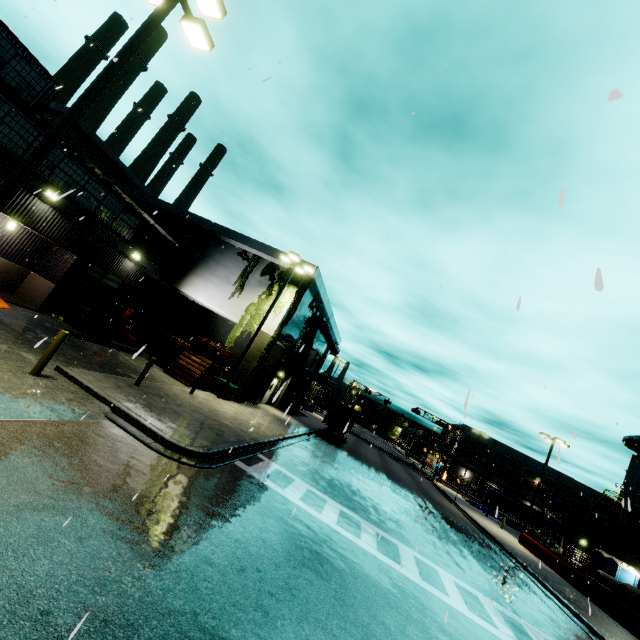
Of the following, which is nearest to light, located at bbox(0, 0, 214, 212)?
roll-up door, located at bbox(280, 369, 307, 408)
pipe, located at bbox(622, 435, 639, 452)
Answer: roll-up door, located at bbox(280, 369, 307, 408)

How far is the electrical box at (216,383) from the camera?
19.6m

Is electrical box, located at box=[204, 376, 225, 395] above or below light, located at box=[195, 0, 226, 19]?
below

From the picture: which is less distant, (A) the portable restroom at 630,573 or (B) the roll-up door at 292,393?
(A) the portable restroom at 630,573

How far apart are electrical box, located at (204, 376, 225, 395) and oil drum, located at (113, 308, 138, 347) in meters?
6.3

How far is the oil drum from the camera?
20.7m

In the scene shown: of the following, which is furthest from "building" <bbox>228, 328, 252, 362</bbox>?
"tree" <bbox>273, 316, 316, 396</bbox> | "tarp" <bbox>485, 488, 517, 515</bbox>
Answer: "tarp" <bbox>485, 488, 517, 515</bbox>

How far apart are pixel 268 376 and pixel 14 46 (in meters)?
21.98
